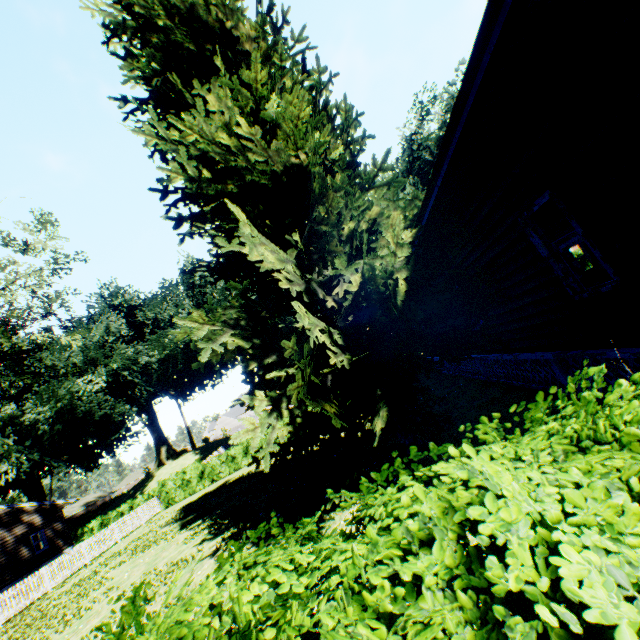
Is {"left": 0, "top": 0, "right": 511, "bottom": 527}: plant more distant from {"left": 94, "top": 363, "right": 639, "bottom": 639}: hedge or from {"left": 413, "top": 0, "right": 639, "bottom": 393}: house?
{"left": 94, "top": 363, "right": 639, "bottom": 639}: hedge

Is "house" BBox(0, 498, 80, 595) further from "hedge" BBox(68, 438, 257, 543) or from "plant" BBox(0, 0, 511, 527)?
"hedge" BBox(68, 438, 257, 543)

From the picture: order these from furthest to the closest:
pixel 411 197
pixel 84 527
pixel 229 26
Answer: pixel 84 527
pixel 229 26
pixel 411 197

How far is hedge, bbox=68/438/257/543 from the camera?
26.9m

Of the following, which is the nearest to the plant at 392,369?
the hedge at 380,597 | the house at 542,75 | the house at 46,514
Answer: the house at 542,75

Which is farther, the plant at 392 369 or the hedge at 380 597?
the plant at 392 369

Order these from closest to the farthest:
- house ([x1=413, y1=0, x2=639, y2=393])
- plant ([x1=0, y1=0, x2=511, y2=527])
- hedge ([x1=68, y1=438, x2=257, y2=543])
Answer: house ([x1=413, y1=0, x2=639, y2=393]) → plant ([x1=0, y1=0, x2=511, y2=527]) → hedge ([x1=68, y1=438, x2=257, y2=543])

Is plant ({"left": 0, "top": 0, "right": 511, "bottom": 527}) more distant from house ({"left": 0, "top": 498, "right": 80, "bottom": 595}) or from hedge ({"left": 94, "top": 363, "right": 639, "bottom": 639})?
hedge ({"left": 94, "top": 363, "right": 639, "bottom": 639})
